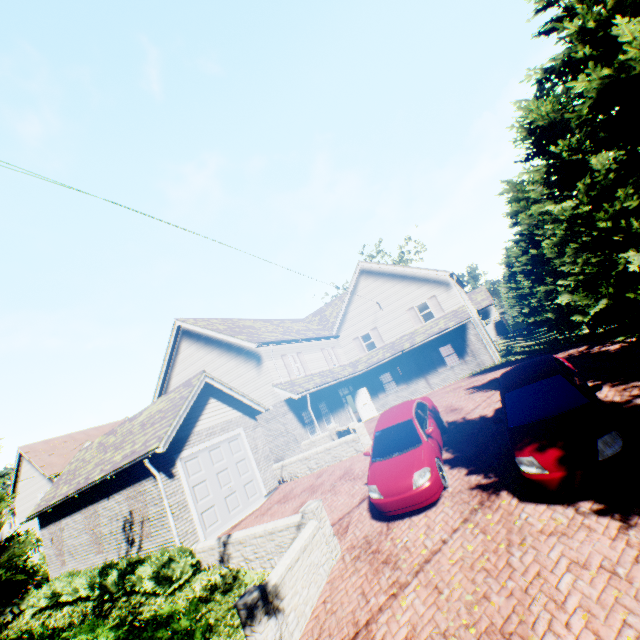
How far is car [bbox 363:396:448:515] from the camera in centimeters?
761cm

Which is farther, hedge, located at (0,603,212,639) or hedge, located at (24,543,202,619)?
hedge, located at (24,543,202,619)

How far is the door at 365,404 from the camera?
23.9m

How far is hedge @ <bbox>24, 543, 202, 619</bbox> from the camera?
9.37m

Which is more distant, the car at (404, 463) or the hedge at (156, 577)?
the hedge at (156, 577)

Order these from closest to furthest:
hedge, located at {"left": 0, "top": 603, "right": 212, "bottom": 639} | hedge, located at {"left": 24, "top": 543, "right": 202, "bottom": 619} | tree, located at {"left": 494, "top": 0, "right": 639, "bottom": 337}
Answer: hedge, located at {"left": 0, "top": 603, "right": 212, "bottom": 639} < tree, located at {"left": 494, "top": 0, "right": 639, "bottom": 337} < hedge, located at {"left": 24, "top": 543, "right": 202, "bottom": 619}

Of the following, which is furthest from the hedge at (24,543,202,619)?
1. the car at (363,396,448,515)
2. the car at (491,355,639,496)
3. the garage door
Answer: the car at (491,355,639,496)

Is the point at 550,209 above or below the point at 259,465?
above
